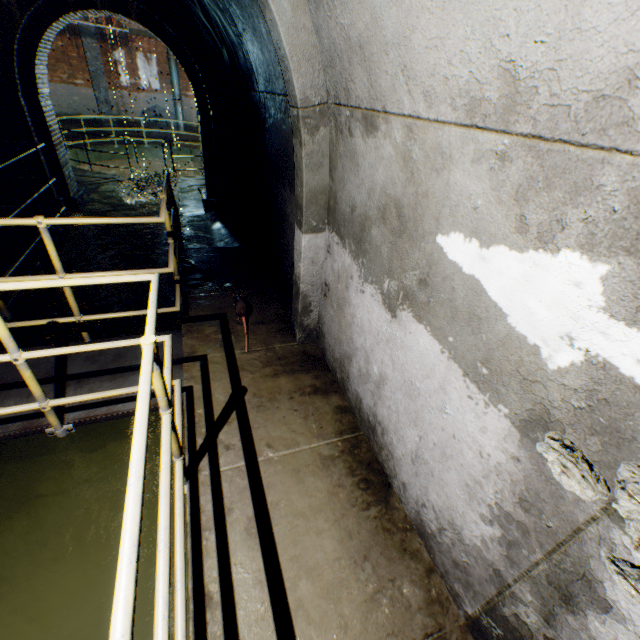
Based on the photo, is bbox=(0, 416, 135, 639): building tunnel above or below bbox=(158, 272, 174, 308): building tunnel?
below

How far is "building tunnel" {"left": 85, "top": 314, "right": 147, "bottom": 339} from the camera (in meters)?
4.84

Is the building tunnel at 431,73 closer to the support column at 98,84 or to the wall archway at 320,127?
the wall archway at 320,127

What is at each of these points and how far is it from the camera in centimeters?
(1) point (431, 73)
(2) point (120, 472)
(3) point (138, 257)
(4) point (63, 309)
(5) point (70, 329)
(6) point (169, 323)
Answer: (1) building tunnel, 128cm
(2) building tunnel, 320cm
(3) building tunnel, 697cm
(4) building tunnel, 503cm
(5) building tunnel, 485cm
(6) building tunnel, 521cm

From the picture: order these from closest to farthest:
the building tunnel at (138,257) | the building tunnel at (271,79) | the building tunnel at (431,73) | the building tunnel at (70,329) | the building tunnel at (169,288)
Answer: the building tunnel at (431,73)
the building tunnel at (271,79)
the building tunnel at (70,329)
the building tunnel at (169,288)
the building tunnel at (138,257)

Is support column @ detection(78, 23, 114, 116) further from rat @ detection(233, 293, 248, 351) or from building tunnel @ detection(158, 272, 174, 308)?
rat @ detection(233, 293, 248, 351)

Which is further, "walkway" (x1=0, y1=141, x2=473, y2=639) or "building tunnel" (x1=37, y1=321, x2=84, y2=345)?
"building tunnel" (x1=37, y1=321, x2=84, y2=345)
